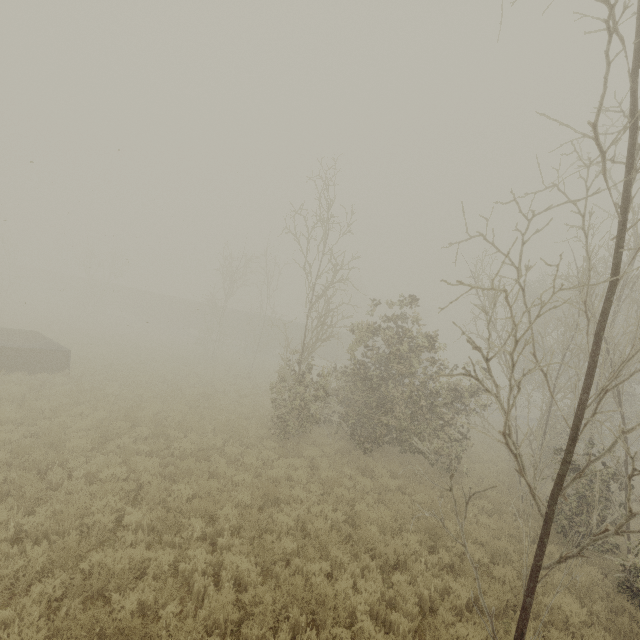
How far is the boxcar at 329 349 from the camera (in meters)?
38.25

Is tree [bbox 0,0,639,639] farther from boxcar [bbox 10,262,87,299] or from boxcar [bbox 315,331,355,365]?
boxcar [bbox 10,262,87,299]

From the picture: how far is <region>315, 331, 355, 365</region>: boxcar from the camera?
38.2m

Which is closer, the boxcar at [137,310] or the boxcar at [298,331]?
the boxcar at [298,331]

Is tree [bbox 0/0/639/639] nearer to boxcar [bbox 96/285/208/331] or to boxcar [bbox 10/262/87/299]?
boxcar [bbox 96/285/208/331]

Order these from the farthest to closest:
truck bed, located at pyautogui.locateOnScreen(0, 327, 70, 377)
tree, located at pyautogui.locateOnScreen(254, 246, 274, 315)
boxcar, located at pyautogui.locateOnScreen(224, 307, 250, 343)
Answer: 1. boxcar, located at pyautogui.locateOnScreen(224, 307, 250, 343)
2. tree, located at pyautogui.locateOnScreen(254, 246, 274, 315)
3. truck bed, located at pyautogui.locateOnScreen(0, 327, 70, 377)

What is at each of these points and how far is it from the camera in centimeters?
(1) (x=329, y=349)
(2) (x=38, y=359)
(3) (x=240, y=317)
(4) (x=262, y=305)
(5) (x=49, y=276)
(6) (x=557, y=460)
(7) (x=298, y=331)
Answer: (1) boxcar, 3856cm
(2) truck bed, 1543cm
(3) boxcar, 4244cm
(4) tree, 2916cm
(5) boxcar, 5334cm
(6) tree, 975cm
(7) boxcar, 3994cm

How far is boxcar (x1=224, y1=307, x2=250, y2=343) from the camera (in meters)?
42.03
